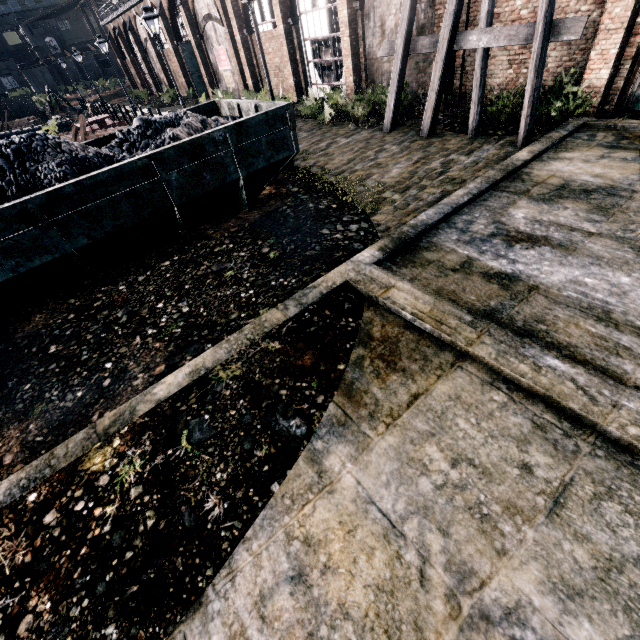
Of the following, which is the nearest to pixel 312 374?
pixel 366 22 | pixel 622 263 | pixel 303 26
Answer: pixel 622 263

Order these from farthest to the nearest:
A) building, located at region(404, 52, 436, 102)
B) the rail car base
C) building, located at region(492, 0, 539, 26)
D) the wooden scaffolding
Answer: the rail car base < building, located at region(404, 52, 436, 102) < building, located at region(492, 0, 539, 26) < the wooden scaffolding

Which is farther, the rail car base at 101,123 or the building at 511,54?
the rail car base at 101,123

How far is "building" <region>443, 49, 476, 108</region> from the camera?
13.6 meters

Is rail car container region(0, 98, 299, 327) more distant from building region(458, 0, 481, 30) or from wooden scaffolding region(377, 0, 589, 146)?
building region(458, 0, 481, 30)

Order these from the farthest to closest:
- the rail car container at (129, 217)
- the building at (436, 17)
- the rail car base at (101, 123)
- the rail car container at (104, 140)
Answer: the rail car base at (101, 123), the building at (436, 17), the rail car container at (104, 140), the rail car container at (129, 217)

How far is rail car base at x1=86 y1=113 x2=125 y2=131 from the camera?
24.08m

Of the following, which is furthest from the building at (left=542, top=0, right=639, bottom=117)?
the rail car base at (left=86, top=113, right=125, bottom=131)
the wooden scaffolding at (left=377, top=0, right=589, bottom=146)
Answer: the rail car base at (left=86, top=113, right=125, bottom=131)
